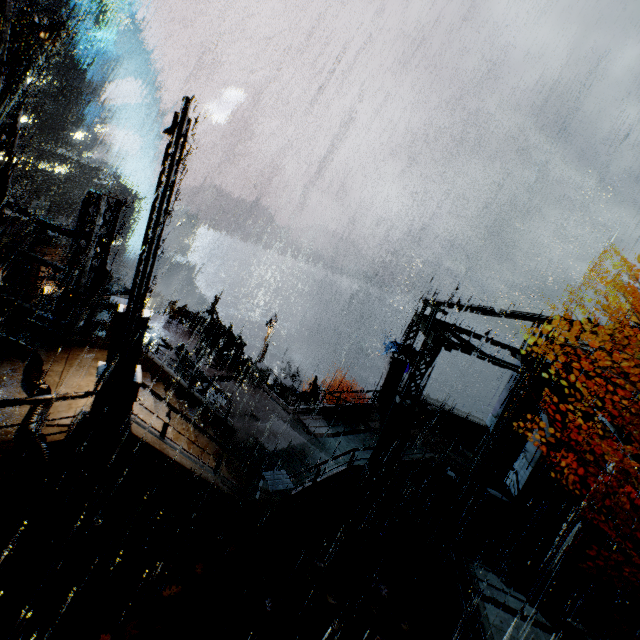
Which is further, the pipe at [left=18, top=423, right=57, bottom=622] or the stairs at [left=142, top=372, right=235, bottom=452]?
the stairs at [left=142, top=372, right=235, bottom=452]

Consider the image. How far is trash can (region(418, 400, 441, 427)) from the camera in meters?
19.1

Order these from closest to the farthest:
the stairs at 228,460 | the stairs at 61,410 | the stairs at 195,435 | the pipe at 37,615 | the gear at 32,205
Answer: the pipe at 37,615 → the stairs at 61,410 → the stairs at 195,435 → the stairs at 228,460 → the gear at 32,205

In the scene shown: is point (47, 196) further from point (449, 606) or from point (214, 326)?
point (449, 606)

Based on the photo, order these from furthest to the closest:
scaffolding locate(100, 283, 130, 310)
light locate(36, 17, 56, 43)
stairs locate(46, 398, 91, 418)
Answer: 1. scaffolding locate(100, 283, 130, 310)
2. light locate(36, 17, 56, 43)
3. stairs locate(46, 398, 91, 418)

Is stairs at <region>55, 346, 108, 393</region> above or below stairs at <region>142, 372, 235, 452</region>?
above

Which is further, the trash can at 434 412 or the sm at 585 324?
the trash can at 434 412

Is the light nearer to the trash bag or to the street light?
the street light
